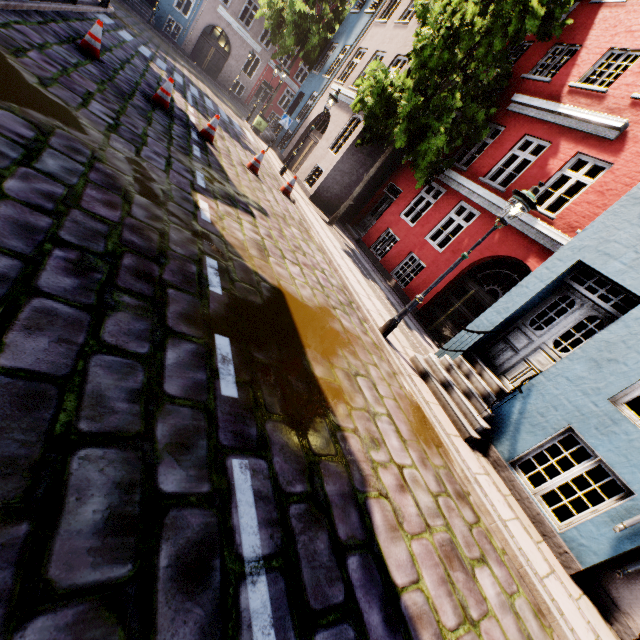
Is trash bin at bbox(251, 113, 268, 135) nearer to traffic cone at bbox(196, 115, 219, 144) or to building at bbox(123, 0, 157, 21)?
building at bbox(123, 0, 157, 21)

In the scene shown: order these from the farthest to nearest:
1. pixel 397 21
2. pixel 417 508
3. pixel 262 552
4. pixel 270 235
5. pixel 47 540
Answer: pixel 397 21 < pixel 270 235 < pixel 417 508 < pixel 262 552 < pixel 47 540

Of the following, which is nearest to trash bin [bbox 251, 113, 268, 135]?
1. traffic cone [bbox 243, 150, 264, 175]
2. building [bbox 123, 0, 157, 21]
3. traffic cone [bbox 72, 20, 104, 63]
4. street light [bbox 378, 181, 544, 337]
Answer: building [bbox 123, 0, 157, 21]

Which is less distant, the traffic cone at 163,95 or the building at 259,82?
the traffic cone at 163,95

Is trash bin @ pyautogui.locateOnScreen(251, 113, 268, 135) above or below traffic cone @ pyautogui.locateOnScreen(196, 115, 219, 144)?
above

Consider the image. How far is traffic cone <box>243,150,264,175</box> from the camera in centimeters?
1047cm

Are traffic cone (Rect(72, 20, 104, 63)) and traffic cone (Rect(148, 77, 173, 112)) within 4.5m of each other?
yes

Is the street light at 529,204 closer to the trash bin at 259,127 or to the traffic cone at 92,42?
the traffic cone at 92,42
